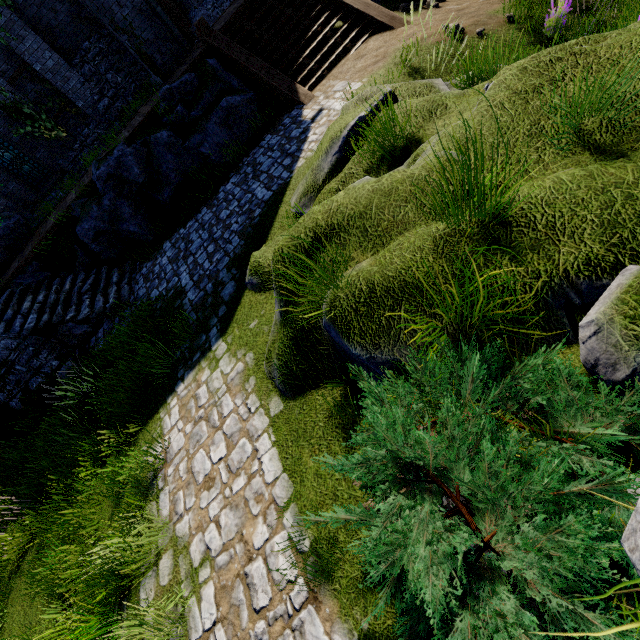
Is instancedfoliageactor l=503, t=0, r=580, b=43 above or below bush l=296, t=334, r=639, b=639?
below

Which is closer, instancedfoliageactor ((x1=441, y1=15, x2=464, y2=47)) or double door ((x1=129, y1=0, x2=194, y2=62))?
instancedfoliageactor ((x1=441, y1=15, x2=464, y2=47))

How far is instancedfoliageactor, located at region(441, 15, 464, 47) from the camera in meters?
5.5 m

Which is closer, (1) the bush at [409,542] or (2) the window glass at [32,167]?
(1) the bush at [409,542]

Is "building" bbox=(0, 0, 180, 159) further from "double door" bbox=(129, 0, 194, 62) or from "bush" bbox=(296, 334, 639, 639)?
"bush" bbox=(296, 334, 639, 639)

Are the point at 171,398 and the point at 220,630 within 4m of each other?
yes

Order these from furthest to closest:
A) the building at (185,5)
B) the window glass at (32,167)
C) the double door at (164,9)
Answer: the building at (185,5) → the window glass at (32,167) → the double door at (164,9)

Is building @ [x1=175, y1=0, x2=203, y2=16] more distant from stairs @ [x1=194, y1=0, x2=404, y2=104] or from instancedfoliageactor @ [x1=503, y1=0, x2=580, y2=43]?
instancedfoliageactor @ [x1=503, y1=0, x2=580, y2=43]
